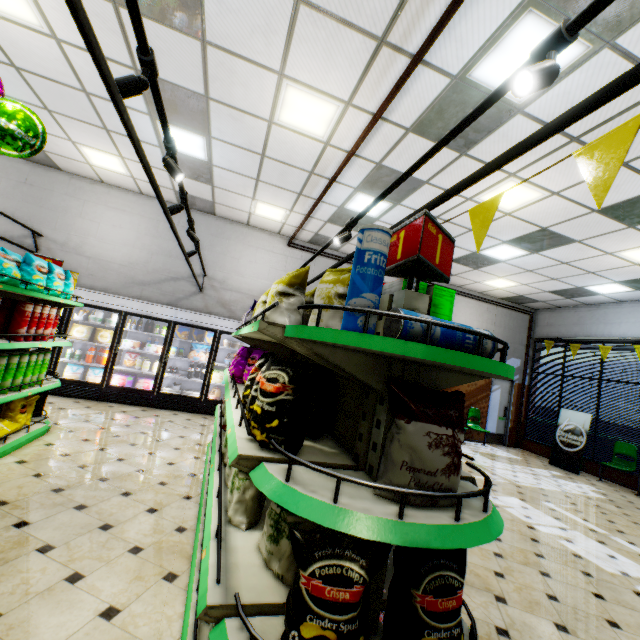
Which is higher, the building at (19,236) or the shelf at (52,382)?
the building at (19,236)

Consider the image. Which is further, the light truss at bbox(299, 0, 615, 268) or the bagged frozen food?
the bagged frozen food

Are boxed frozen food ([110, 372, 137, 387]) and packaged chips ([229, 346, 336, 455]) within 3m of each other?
no

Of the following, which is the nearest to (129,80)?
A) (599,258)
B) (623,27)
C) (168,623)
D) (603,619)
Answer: (168,623)

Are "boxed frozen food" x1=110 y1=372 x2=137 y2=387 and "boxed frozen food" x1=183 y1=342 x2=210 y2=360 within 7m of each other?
A: yes

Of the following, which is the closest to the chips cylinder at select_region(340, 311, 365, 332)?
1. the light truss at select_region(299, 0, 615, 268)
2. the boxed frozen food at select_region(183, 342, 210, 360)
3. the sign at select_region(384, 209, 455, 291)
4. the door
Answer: the sign at select_region(384, 209, 455, 291)

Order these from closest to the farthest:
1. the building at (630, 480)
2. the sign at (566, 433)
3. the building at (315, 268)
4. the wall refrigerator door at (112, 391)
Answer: the wall refrigerator door at (112, 391), the building at (630, 480), the sign at (566, 433), the building at (315, 268)

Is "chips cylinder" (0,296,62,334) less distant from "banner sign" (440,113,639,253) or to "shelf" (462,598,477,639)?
"shelf" (462,598,477,639)
